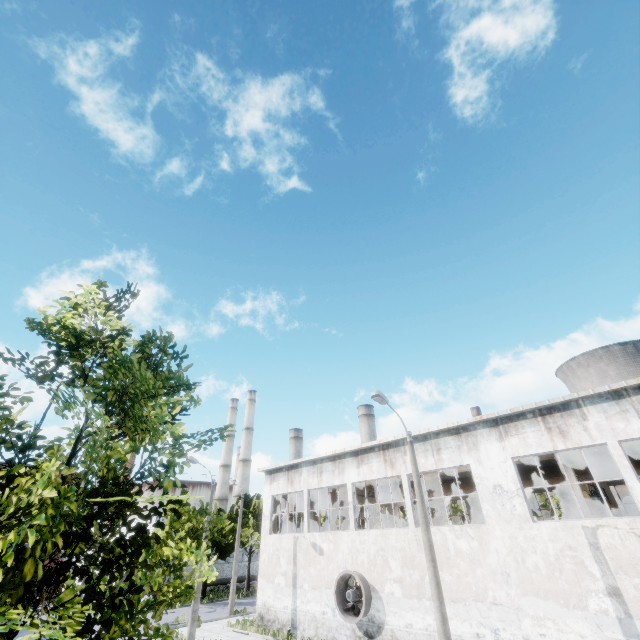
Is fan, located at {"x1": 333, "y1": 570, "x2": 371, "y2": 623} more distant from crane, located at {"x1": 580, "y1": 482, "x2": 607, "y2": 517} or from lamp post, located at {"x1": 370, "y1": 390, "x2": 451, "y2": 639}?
crane, located at {"x1": 580, "y1": 482, "x2": 607, "y2": 517}

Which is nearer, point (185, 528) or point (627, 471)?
point (627, 471)

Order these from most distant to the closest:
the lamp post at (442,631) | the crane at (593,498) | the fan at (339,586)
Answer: the fan at (339,586) < the crane at (593,498) < the lamp post at (442,631)

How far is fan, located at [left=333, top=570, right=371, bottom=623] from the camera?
16.8m

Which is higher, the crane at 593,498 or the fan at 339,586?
the crane at 593,498

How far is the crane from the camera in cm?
1579

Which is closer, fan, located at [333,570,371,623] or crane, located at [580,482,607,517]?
crane, located at [580,482,607,517]

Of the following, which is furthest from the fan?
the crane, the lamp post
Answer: the crane
